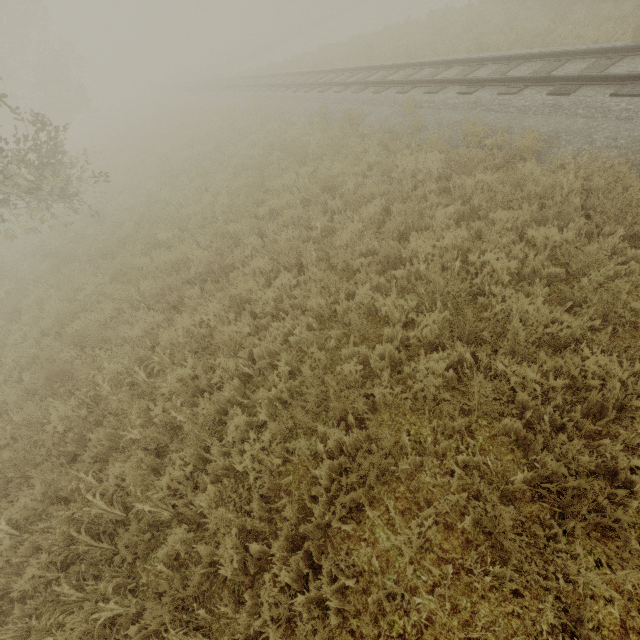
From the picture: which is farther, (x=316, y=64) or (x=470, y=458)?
(x=316, y=64)

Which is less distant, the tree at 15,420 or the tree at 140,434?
the tree at 140,434

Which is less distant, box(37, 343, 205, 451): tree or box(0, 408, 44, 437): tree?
box(37, 343, 205, 451): tree

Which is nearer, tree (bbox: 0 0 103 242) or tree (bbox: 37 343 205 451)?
tree (bbox: 37 343 205 451)

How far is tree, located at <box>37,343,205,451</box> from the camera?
4.4m

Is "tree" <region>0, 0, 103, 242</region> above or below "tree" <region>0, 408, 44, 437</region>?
above

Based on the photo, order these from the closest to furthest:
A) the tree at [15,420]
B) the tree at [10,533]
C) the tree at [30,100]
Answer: the tree at [10,533], the tree at [15,420], the tree at [30,100]

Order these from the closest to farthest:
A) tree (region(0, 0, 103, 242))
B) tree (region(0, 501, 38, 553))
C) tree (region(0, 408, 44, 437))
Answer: tree (region(0, 501, 38, 553)) → tree (region(0, 408, 44, 437)) → tree (region(0, 0, 103, 242))
